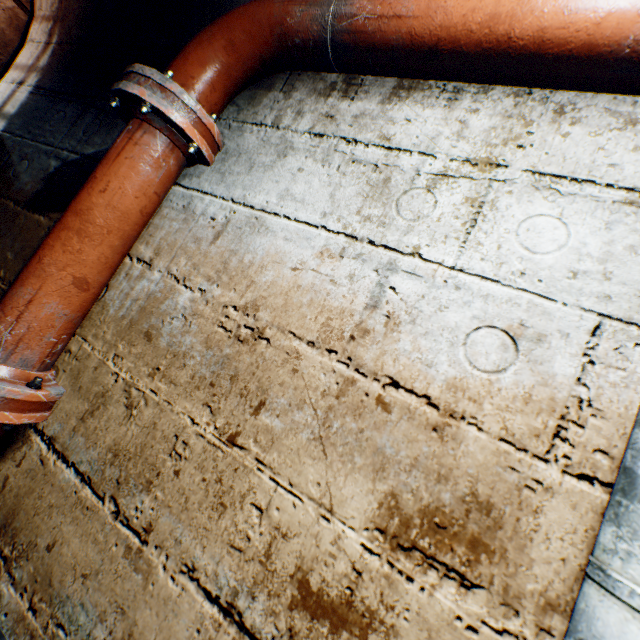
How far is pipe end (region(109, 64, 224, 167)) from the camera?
1.0m

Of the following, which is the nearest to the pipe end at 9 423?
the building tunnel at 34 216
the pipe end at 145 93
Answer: the building tunnel at 34 216

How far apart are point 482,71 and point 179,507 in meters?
1.4 m

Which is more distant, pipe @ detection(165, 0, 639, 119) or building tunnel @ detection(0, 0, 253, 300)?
building tunnel @ detection(0, 0, 253, 300)

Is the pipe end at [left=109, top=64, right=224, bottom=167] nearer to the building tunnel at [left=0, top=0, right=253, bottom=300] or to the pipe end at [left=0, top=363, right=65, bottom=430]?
the building tunnel at [left=0, top=0, right=253, bottom=300]

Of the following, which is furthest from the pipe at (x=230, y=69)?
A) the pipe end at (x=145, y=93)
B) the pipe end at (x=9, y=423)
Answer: the pipe end at (x=9, y=423)

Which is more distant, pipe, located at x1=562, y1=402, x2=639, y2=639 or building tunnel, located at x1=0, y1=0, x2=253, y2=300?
building tunnel, located at x1=0, y1=0, x2=253, y2=300

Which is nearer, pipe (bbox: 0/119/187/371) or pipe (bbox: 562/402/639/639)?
pipe (bbox: 562/402/639/639)
